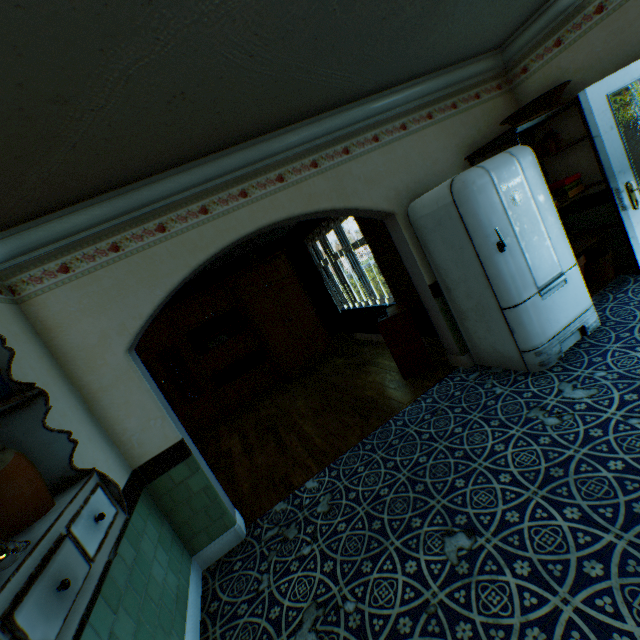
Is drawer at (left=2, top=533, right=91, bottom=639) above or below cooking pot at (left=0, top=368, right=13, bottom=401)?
below

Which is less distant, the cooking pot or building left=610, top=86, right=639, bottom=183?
the cooking pot

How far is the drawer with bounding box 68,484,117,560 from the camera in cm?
121

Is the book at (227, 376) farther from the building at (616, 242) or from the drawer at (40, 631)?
the drawer at (40, 631)

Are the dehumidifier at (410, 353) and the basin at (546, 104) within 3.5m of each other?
yes

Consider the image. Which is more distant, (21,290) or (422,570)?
(21,290)

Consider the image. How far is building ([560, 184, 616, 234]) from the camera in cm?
388
